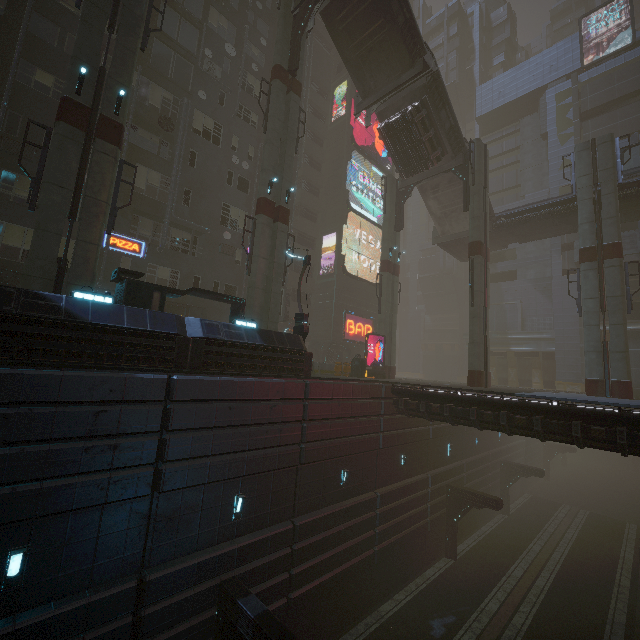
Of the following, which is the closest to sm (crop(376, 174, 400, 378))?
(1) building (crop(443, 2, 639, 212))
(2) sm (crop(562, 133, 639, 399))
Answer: (2) sm (crop(562, 133, 639, 399))

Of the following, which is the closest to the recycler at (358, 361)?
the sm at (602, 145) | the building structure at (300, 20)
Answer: the sm at (602, 145)

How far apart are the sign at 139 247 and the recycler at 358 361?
15.5 meters

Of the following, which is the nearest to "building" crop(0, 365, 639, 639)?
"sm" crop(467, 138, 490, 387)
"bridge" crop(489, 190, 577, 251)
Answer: "sm" crop(467, 138, 490, 387)

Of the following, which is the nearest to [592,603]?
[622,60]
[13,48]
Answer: [13,48]

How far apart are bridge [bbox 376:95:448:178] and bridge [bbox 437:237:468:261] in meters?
7.6

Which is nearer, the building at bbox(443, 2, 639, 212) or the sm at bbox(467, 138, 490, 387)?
the sm at bbox(467, 138, 490, 387)

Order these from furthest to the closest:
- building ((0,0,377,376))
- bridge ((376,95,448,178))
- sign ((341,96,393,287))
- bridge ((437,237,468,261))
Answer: sign ((341,96,393,287)) → bridge ((437,237,468,261)) → bridge ((376,95,448,178)) → building ((0,0,377,376))
